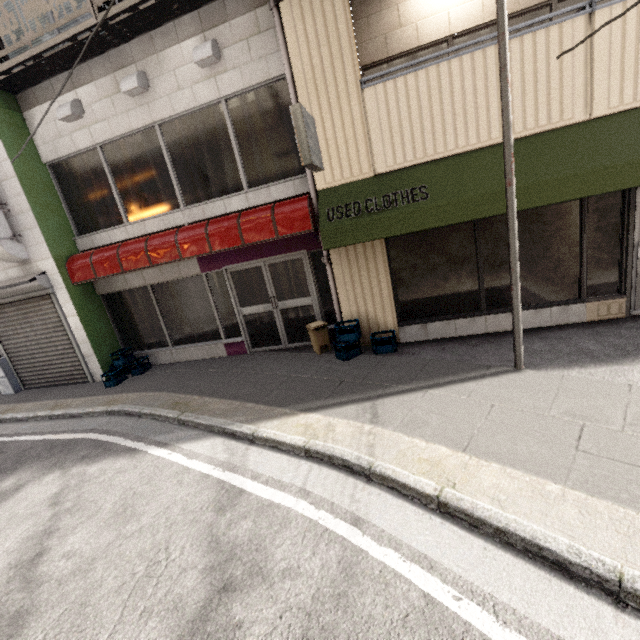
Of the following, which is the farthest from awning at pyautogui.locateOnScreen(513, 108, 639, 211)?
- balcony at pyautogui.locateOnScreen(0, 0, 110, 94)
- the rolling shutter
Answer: the rolling shutter

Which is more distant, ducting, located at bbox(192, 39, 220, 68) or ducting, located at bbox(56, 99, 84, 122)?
ducting, located at bbox(56, 99, 84, 122)

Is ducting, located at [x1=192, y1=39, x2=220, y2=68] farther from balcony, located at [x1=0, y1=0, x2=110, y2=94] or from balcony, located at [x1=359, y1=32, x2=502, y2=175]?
balcony, located at [x1=359, y1=32, x2=502, y2=175]

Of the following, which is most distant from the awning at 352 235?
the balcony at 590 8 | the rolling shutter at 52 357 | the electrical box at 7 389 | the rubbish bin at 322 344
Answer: the electrical box at 7 389

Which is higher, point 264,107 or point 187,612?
point 264,107

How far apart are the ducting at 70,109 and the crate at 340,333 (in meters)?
6.54

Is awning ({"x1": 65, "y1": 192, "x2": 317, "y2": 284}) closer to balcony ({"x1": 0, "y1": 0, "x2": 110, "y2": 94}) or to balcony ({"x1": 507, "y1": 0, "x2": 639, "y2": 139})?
balcony ({"x1": 507, "y1": 0, "x2": 639, "y2": 139})

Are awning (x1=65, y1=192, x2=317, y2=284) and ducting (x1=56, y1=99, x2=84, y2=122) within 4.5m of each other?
yes
